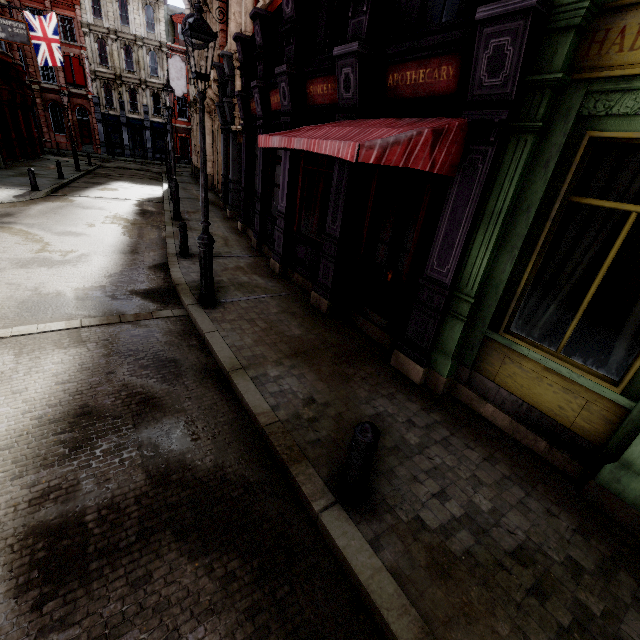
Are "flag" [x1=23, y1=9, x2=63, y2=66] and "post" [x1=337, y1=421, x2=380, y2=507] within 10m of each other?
no

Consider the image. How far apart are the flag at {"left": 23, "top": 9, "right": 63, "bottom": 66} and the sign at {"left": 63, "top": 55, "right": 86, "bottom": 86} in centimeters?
1477cm

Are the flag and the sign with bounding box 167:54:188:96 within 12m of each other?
yes

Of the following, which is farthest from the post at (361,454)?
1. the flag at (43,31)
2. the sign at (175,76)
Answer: the flag at (43,31)

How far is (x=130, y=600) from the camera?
2.4m

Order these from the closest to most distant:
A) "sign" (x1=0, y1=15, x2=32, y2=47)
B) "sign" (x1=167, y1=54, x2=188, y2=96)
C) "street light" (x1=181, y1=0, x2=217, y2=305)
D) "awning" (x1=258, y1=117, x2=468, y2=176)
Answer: "awning" (x1=258, y1=117, x2=468, y2=176), "street light" (x1=181, y1=0, x2=217, y2=305), "sign" (x1=0, y1=15, x2=32, y2=47), "sign" (x1=167, y1=54, x2=188, y2=96)

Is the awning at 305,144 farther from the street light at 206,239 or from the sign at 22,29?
the sign at 22,29

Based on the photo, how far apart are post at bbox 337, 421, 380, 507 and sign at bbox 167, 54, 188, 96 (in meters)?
29.89
